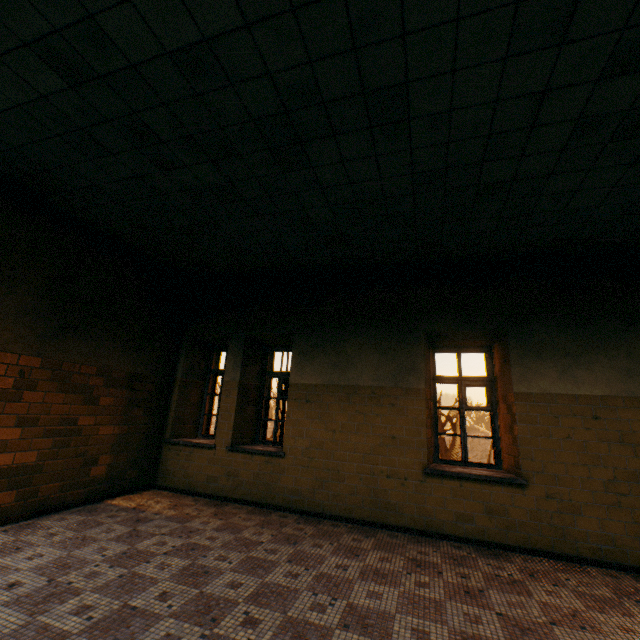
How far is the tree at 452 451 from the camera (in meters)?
18.27

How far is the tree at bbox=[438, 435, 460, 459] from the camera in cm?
1827

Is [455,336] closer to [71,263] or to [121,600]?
[121,600]
